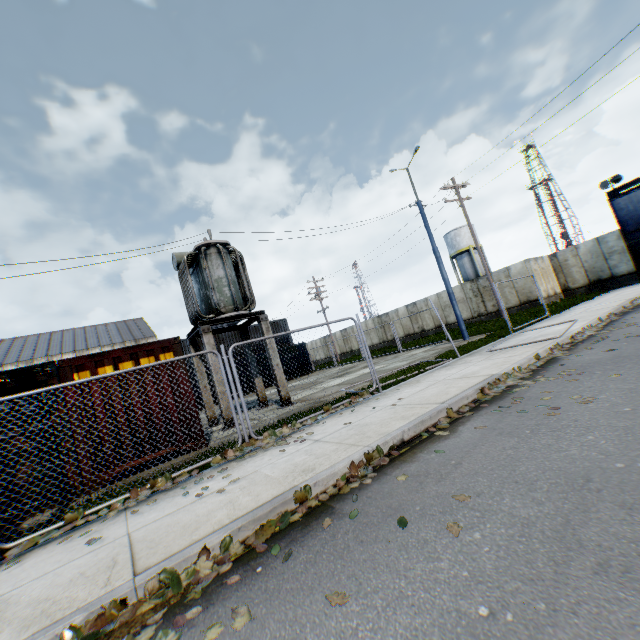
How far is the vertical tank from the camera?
43.22m

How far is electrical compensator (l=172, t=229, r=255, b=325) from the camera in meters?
11.4 m

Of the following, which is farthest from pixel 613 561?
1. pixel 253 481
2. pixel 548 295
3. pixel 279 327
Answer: pixel 279 327

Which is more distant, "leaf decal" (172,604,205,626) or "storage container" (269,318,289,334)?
"storage container" (269,318,289,334)

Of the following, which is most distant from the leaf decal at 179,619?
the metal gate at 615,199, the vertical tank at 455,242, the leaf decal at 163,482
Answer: the vertical tank at 455,242

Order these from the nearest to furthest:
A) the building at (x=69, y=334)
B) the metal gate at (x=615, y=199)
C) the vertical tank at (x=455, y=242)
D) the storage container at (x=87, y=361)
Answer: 1. the storage container at (x=87, y=361)
2. the metal gate at (x=615, y=199)
3. the building at (x=69, y=334)
4. the vertical tank at (x=455, y=242)

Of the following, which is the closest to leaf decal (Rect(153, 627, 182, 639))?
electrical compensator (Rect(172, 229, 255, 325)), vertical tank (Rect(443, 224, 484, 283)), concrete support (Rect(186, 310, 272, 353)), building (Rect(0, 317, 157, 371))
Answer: concrete support (Rect(186, 310, 272, 353))

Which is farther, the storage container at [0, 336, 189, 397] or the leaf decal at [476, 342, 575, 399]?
the storage container at [0, 336, 189, 397]
